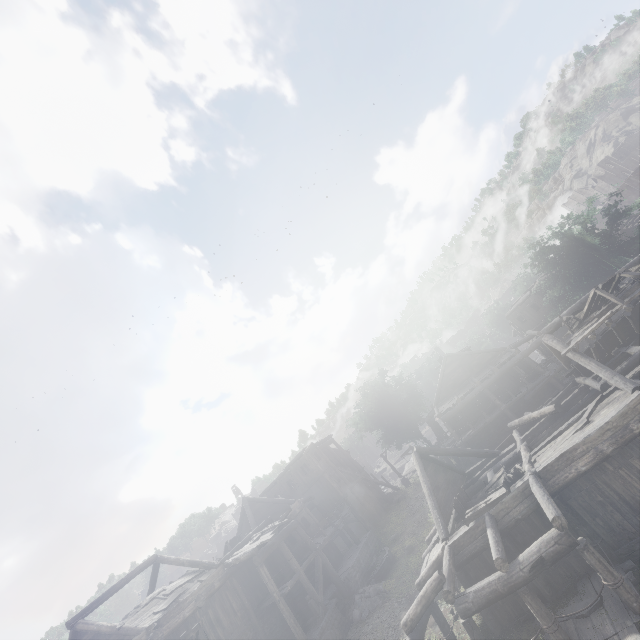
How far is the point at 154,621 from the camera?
15.30m

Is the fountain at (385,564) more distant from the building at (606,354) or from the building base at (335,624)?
the building at (606,354)

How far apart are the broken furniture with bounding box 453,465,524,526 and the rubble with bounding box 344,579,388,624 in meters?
9.2

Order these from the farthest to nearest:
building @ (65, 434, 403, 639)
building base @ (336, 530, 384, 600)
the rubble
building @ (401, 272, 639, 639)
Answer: building base @ (336, 530, 384, 600) → the rubble → building @ (65, 434, 403, 639) → building @ (401, 272, 639, 639)

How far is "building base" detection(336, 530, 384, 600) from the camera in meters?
21.0 m

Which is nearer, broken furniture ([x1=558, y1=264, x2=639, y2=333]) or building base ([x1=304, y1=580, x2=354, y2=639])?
broken furniture ([x1=558, y1=264, x2=639, y2=333])

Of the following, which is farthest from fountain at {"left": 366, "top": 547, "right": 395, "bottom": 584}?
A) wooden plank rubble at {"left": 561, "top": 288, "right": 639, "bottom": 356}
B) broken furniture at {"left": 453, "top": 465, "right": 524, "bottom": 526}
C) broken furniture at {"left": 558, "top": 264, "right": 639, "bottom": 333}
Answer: broken furniture at {"left": 558, "top": 264, "right": 639, "bottom": 333}

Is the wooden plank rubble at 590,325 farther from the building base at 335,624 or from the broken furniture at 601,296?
the building base at 335,624
